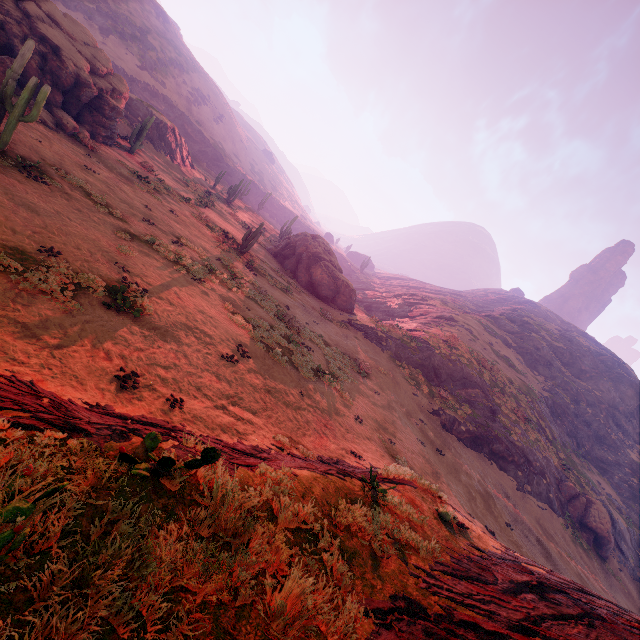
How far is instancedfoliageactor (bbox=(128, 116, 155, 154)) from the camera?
25.7m

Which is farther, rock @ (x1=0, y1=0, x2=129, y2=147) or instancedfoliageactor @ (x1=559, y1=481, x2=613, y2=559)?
instancedfoliageactor @ (x1=559, y1=481, x2=613, y2=559)

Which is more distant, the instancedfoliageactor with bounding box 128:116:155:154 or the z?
the instancedfoliageactor with bounding box 128:116:155:154

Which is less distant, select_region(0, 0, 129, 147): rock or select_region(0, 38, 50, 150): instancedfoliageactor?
select_region(0, 38, 50, 150): instancedfoliageactor

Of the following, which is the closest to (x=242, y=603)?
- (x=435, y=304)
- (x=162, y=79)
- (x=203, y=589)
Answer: (x=203, y=589)

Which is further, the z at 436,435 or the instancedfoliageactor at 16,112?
the instancedfoliageactor at 16,112

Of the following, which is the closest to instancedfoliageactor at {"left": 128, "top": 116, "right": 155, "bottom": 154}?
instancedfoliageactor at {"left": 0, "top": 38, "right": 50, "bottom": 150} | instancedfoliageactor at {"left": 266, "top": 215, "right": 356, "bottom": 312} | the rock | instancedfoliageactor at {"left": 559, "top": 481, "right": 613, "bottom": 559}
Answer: the rock

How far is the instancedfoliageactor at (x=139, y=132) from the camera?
25.7m
